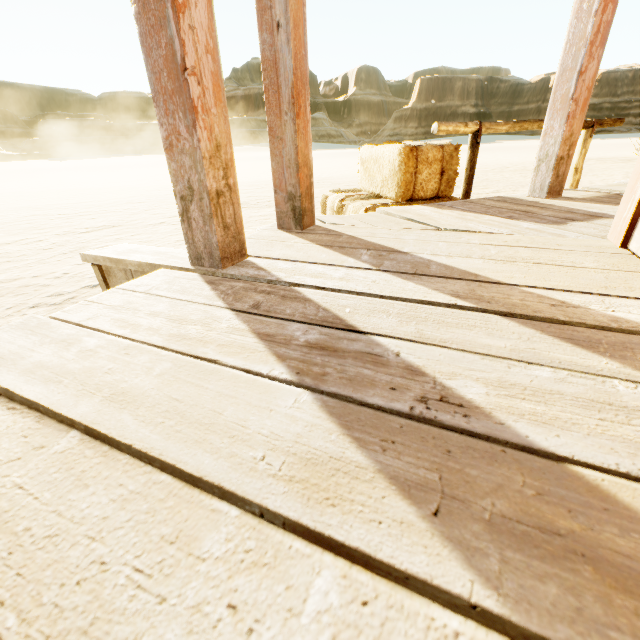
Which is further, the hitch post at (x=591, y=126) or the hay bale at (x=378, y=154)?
the hitch post at (x=591, y=126)

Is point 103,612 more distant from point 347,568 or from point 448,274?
point 448,274

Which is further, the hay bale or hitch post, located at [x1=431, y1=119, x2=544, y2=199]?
hitch post, located at [x1=431, y1=119, x2=544, y2=199]

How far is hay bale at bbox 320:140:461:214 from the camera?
2.52m

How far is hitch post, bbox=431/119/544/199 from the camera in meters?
3.3 m

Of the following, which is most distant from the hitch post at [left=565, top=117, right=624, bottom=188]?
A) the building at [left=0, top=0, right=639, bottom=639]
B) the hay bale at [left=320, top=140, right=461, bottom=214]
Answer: the building at [left=0, top=0, right=639, bottom=639]

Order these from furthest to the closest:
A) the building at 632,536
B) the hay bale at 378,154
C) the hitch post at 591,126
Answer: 1. the hitch post at 591,126
2. the hay bale at 378,154
3. the building at 632,536
